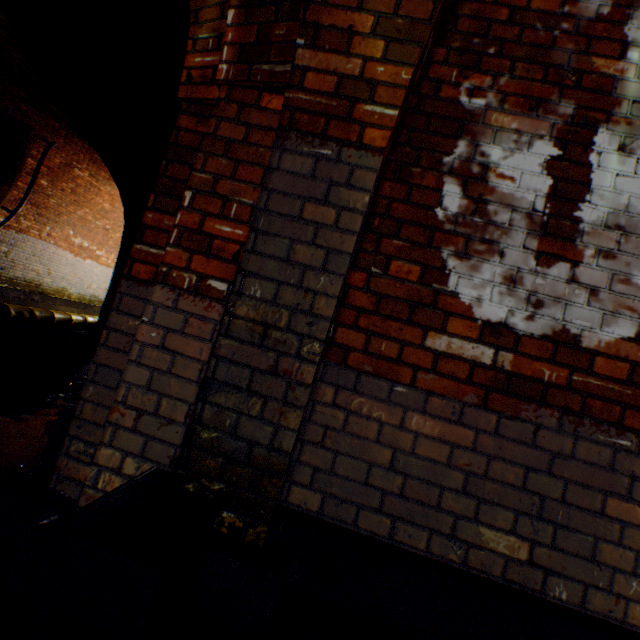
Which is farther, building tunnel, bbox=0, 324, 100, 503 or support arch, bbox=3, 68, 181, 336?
support arch, bbox=3, 68, 181, 336

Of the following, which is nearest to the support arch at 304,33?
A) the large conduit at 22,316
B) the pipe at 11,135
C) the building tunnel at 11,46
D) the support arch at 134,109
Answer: the building tunnel at 11,46

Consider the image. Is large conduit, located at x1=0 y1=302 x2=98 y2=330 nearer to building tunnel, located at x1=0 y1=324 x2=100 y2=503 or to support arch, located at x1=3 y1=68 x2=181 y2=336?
building tunnel, located at x1=0 y1=324 x2=100 y2=503

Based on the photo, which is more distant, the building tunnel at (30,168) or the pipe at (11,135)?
the building tunnel at (30,168)

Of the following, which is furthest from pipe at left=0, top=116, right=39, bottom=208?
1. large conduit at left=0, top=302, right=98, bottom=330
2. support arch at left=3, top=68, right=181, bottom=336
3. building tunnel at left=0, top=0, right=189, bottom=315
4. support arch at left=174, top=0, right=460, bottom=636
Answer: support arch at left=174, top=0, right=460, bottom=636

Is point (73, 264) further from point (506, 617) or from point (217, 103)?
point (506, 617)

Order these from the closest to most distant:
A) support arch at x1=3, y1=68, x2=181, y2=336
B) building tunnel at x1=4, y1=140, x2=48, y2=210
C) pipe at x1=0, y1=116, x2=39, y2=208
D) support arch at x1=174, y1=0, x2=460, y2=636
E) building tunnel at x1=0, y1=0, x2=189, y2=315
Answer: support arch at x1=174, y1=0, x2=460, y2=636 → building tunnel at x1=0, y1=0, x2=189, y2=315 → support arch at x1=3, y1=68, x2=181, y2=336 → pipe at x1=0, y1=116, x2=39, y2=208 → building tunnel at x1=4, y1=140, x2=48, y2=210
